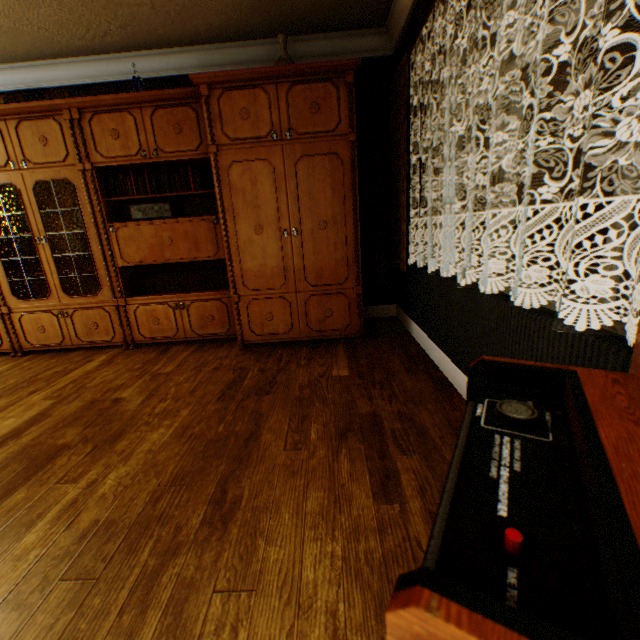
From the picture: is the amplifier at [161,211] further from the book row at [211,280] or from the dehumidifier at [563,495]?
the dehumidifier at [563,495]

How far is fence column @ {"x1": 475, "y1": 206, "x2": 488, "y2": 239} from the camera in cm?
2367

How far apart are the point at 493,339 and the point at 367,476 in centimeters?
102cm

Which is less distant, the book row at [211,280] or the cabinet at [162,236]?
the cabinet at [162,236]

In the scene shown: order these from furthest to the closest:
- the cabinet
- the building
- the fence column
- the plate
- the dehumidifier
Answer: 1. the fence column
2. the plate
3. the cabinet
4. the building
5. the dehumidifier

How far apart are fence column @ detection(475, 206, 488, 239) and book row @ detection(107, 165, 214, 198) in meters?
24.8

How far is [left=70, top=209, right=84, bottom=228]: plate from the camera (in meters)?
3.72

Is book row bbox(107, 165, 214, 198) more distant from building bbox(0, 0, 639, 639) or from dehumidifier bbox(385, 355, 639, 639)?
dehumidifier bbox(385, 355, 639, 639)
